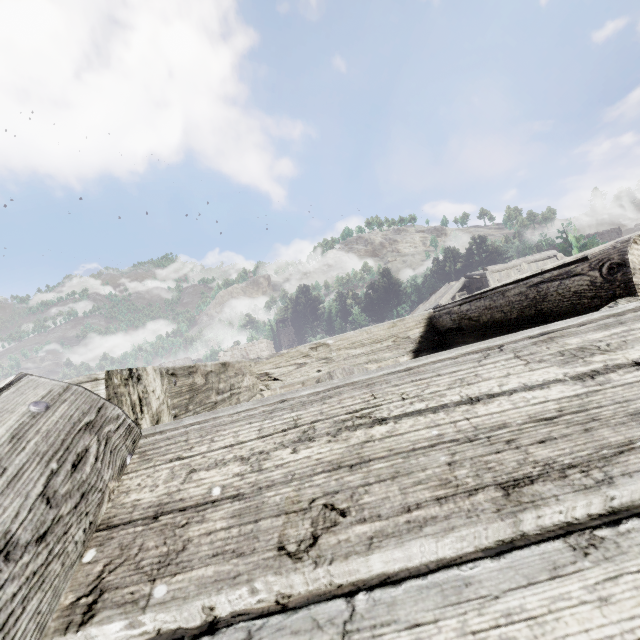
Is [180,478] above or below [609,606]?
above
